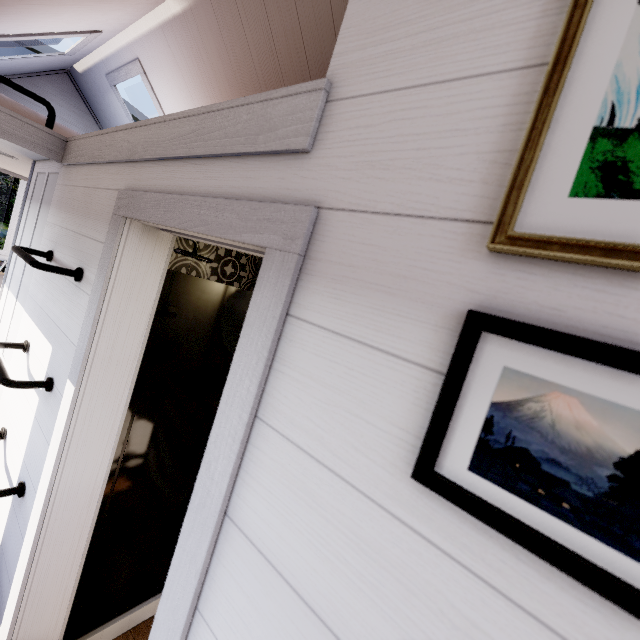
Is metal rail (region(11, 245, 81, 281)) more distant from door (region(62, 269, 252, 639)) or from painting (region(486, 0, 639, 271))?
painting (region(486, 0, 639, 271))

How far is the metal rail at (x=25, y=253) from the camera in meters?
1.3 m

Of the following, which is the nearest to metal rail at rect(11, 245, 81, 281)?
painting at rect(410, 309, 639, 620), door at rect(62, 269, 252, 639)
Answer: door at rect(62, 269, 252, 639)

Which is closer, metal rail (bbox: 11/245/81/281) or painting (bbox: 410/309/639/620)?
painting (bbox: 410/309/639/620)

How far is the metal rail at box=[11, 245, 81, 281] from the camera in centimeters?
129cm

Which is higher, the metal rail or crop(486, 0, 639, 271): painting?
crop(486, 0, 639, 271): painting

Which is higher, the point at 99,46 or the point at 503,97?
the point at 99,46

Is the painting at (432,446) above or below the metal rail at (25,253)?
above
